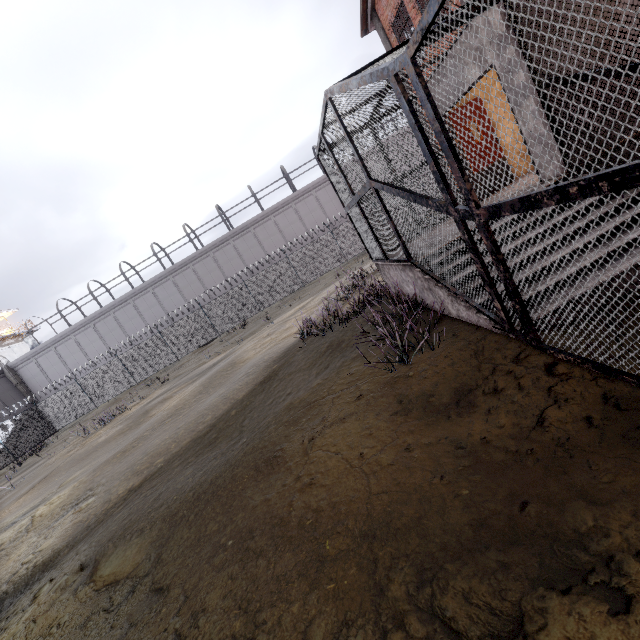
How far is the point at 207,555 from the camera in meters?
3.3 m

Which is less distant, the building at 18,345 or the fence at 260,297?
the fence at 260,297

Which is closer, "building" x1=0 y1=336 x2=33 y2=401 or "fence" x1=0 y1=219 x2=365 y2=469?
"fence" x1=0 y1=219 x2=365 y2=469

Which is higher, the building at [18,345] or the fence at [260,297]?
the building at [18,345]

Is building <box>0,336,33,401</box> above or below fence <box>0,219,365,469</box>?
above
